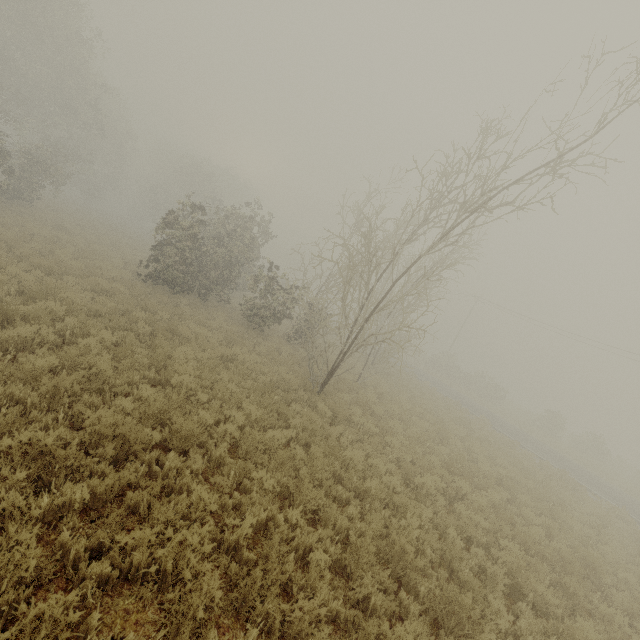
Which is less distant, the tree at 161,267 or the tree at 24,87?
the tree at 161,267

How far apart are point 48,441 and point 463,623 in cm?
649

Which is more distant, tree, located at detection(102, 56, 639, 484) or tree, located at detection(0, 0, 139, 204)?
tree, located at detection(0, 0, 139, 204)
